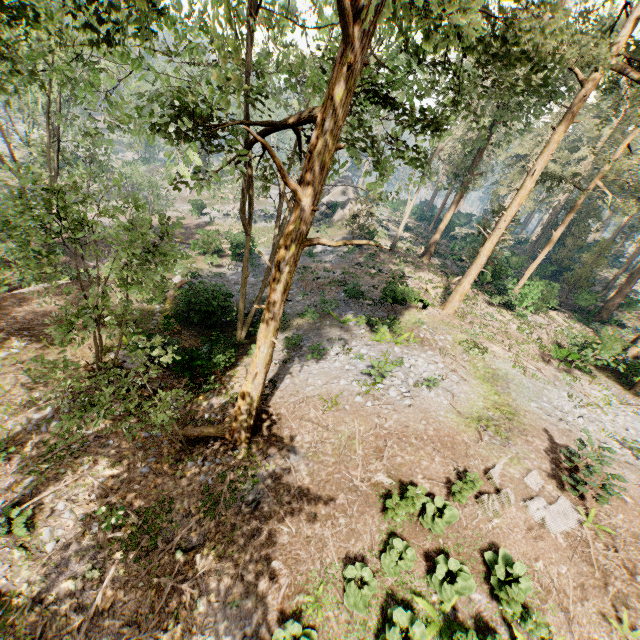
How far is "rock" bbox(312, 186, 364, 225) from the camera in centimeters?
4003cm

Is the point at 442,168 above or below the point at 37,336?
above

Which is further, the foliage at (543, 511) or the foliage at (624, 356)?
the foliage at (624, 356)

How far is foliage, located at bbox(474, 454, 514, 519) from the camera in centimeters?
932cm

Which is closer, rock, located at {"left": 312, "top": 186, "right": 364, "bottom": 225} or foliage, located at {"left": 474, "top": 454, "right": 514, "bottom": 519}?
foliage, located at {"left": 474, "top": 454, "right": 514, "bottom": 519}

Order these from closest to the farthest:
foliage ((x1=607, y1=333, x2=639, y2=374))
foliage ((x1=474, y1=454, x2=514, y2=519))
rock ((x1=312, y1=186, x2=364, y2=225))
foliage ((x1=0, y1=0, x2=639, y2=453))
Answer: foliage ((x1=0, y1=0, x2=639, y2=453)) → foliage ((x1=474, y1=454, x2=514, y2=519)) → foliage ((x1=607, y1=333, x2=639, y2=374)) → rock ((x1=312, y1=186, x2=364, y2=225))

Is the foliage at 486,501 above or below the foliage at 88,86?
below
